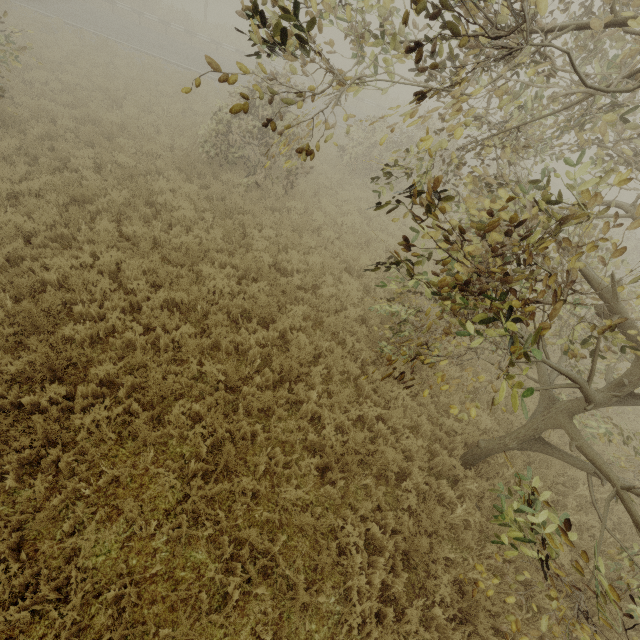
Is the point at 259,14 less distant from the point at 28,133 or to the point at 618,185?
the point at 618,185

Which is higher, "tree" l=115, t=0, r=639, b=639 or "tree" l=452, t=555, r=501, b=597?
"tree" l=115, t=0, r=639, b=639

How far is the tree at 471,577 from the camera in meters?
3.1 m

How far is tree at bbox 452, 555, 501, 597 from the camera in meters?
3.1

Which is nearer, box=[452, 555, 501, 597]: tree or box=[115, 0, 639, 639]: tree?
box=[115, 0, 639, 639]: tree

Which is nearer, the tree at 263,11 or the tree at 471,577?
the tree at 263,11
